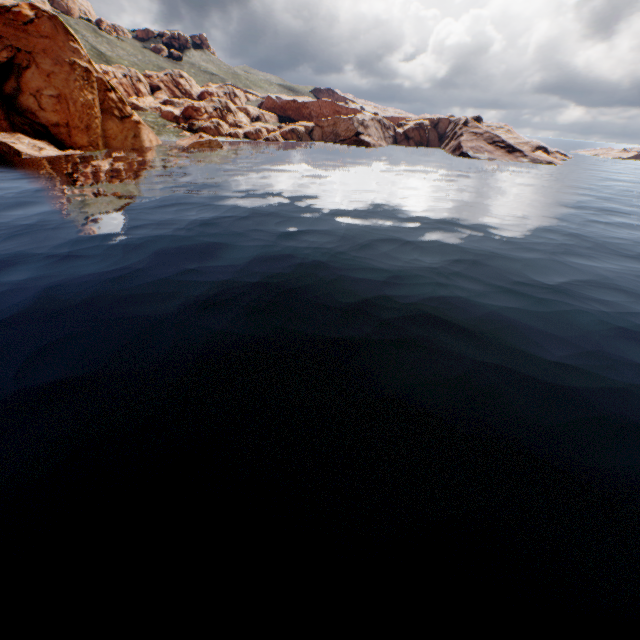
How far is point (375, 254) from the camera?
23.9m
